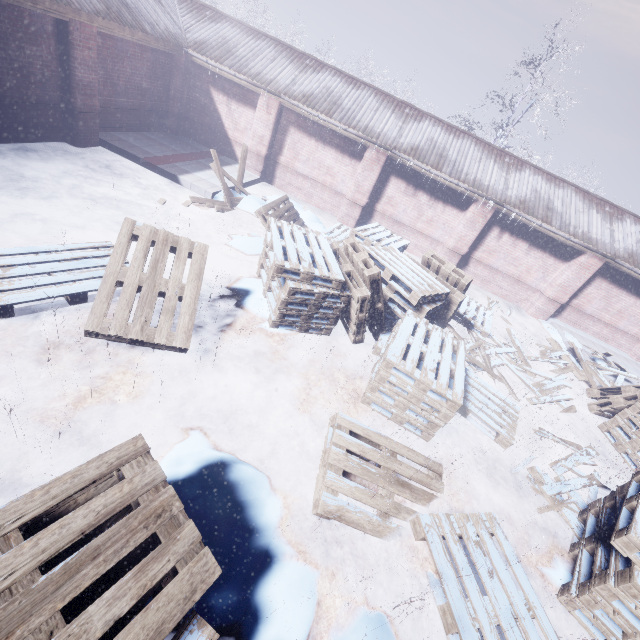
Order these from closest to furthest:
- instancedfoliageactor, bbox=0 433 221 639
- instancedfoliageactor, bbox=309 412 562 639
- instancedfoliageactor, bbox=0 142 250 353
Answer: instancedfoliageactor, bbox=0 433 221 639, instancedfoliageactor, bbox=309 412 562 639, instancedfoliageactor, bbox=0 142 250 353

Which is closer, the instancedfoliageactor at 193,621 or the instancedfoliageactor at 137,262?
the instancedfoliageactor at 193,621

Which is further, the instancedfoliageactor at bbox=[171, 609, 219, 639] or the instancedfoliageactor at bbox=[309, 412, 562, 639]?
the instancedfoliageactor at bbox=[309, 412, 562, 639]

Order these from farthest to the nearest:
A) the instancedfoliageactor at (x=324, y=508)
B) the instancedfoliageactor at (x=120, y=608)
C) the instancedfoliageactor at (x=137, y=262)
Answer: the instancedfoliageactor at (x=137, y=262) → the instancedfoliageactor at (x=324, y=508) → the instancedfoliageactor at (x=120, y=608)

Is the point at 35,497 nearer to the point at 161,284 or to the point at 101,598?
the point at 101,598
